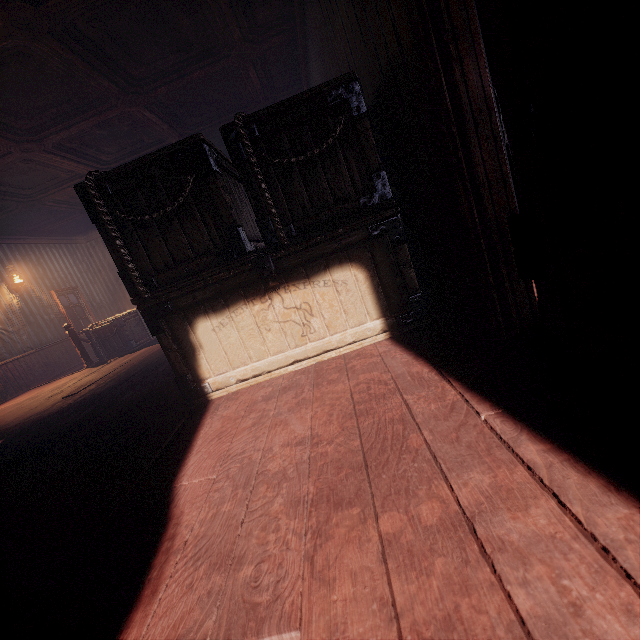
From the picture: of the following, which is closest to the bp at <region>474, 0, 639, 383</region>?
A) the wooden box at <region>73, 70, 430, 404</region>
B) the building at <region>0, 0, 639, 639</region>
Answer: the building at <region>0, 0, 639, 639</region>

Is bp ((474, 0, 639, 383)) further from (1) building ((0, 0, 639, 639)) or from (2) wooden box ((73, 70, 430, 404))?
(2) wooden box ((73, 70, 430, 404))

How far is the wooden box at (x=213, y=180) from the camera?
2.2 meters

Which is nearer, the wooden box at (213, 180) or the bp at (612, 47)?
the bp at (612, 47)

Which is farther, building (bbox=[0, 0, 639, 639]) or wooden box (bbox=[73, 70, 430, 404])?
wooden box (bbox=[73, 70, 430, 404])

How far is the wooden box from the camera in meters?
2.2

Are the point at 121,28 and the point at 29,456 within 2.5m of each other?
no
